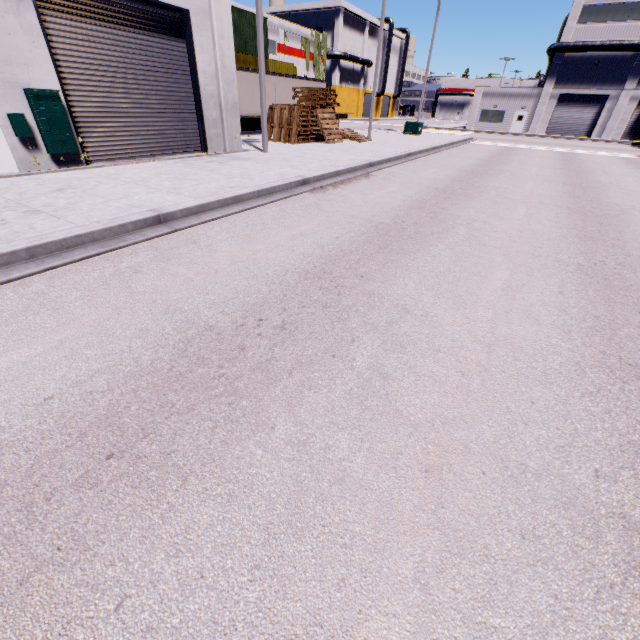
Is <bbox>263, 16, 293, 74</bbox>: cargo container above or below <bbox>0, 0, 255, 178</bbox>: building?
above

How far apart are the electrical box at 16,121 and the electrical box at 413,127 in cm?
2798

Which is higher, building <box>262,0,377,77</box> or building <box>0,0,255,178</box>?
building <box>262,0,377,77</box>

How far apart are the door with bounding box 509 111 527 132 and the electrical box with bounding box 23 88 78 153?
51.73m

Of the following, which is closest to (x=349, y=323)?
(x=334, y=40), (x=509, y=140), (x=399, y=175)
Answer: (x=399, y=175)

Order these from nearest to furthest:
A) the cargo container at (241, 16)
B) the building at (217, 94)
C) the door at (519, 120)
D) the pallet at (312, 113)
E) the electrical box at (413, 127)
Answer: the building at (217, 94), the pallet at (312, 113), the cargo container at (241, 16), the electrical box at (413, 127), the door at (519, 120)

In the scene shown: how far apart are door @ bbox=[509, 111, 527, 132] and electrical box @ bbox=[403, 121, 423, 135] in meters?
23.4 m

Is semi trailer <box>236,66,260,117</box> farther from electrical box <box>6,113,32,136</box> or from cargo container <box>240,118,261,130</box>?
electrical box <box>6,113,32,136</box>
